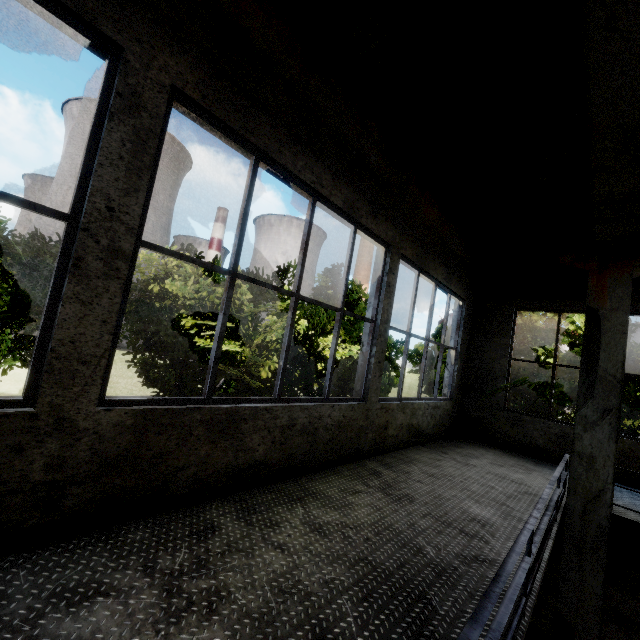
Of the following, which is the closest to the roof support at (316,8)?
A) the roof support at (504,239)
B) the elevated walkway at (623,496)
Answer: the elevated walkway at (623,496)

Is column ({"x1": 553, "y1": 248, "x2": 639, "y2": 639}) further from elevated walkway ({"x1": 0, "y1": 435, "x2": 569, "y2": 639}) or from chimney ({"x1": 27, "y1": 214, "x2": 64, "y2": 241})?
chimney ({"x1": 27, "y1": 214, "x2": 64, "y2": 241})

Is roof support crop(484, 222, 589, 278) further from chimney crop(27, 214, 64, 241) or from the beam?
chimney crop(27, 214, 64, 241)

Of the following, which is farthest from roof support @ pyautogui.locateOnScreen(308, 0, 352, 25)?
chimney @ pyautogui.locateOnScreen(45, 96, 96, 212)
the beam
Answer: chimney @ pyautogui.locateOnScreen(45, 96, 96, 212)

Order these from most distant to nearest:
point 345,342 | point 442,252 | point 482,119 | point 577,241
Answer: point 345,342 < point 577,241 < point 442,252 < point 482,119

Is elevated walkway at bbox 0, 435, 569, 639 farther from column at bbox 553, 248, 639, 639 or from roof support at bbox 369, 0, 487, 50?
roof support at bbox 369, 0, 487, 50

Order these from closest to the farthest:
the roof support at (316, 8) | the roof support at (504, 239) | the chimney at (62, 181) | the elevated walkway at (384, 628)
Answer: the elevated walkway at (384, 628) < the roof support at (316, 8) < the roof support at (504, 239) < the chimney at (62, 181)

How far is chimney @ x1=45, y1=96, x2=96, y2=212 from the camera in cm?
5816
